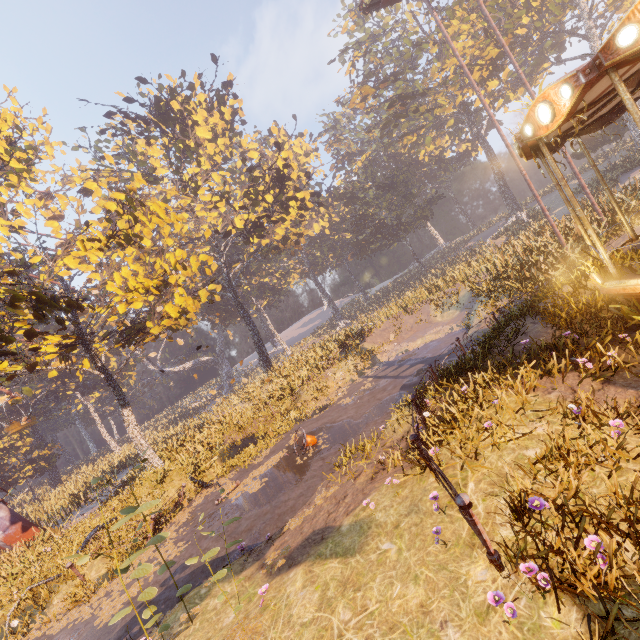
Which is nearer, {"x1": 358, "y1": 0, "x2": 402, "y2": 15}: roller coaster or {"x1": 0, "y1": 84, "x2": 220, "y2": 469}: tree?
{"x1": 0, "y1": 84, "x2": 220, "y2": 469}: tree

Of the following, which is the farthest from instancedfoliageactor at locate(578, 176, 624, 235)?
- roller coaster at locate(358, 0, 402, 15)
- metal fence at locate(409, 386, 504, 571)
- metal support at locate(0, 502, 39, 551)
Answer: metal support at locate(0, 502, 39, 551)

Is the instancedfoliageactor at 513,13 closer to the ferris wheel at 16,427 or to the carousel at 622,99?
the carousel at 622,99

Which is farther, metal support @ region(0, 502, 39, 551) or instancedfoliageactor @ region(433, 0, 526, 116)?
instancedfoliageactor @ region(433, 0, 526, 116)

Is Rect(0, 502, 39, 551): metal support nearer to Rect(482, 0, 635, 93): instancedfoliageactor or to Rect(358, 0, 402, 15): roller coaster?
Rect(482, 0, 635, 93): instancedfoliageactor

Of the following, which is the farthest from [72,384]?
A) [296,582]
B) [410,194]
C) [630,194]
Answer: [630,194]

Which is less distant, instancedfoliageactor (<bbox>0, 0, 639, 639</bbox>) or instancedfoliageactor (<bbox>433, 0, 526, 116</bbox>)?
instancedfoliageactor (<bbox>0, 0, 639, 639</bbox>)

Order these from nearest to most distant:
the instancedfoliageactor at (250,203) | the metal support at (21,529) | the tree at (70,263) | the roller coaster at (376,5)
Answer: the instancedfoliageactor at (250,203) → the tree at (70,263) → the metal support at (21,529) → the roller coaster at (376,5)
